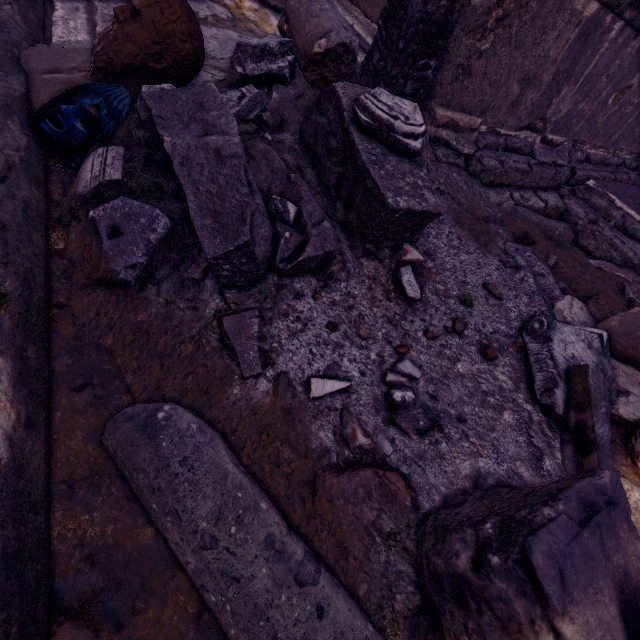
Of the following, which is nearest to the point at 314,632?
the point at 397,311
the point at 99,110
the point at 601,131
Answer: the point at 397,311

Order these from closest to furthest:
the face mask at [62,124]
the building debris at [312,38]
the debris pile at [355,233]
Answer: the debris pile at [355,233], the face mask at [62,124], the building debris at [312,38]

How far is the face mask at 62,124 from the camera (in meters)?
1.71

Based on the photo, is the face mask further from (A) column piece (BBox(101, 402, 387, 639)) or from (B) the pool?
(B) the pool

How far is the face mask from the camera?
1.7 meters

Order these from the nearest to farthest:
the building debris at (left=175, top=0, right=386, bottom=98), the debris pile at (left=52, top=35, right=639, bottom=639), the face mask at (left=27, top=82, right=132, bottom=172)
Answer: the debris pile at (left=52, top=35, right=639, bottom=639)
the face mask at (left=27, top=82, right=132, bottom=172)
the building debris at (left=175, top=0, right=386, bottom=98)
